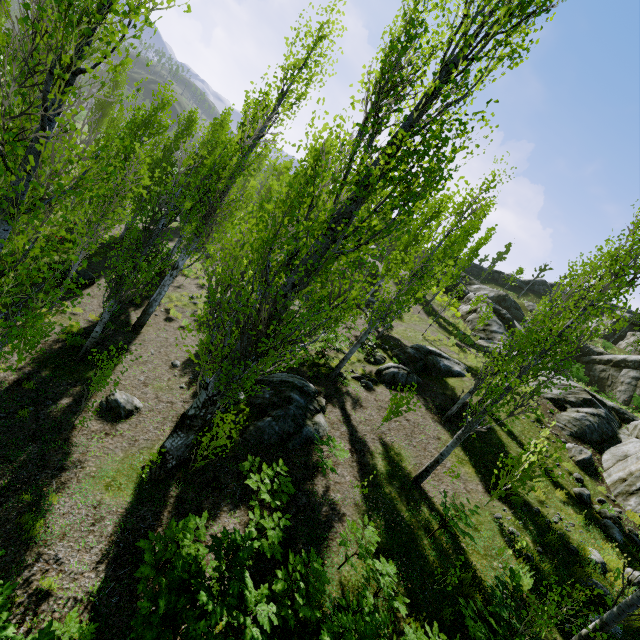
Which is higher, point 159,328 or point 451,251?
point 451,251

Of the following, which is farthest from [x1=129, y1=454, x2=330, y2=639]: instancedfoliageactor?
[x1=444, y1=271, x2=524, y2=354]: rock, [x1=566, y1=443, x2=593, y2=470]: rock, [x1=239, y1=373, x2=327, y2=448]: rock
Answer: [x1=566, y1=443, x2=593, y2=470]: rock

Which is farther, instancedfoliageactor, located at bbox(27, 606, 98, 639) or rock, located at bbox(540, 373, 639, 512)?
rock, located at bbox(540, 373, 639, 512)

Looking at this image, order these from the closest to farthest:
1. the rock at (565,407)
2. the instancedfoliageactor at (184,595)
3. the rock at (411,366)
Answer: the instancedfoliageactor at (184,595), the rock at (565,407), the rock at (411,366)

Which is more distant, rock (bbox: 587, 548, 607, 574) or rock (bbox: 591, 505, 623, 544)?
rock (bbox: 591, 505, 623, 544)

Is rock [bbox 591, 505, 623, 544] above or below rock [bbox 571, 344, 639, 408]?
below

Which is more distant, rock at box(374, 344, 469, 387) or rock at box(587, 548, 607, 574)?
rock at box(374, 344, 469, 387)

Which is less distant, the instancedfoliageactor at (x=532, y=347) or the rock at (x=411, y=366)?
the instancedfoliageactor at (x=532, y=347)
